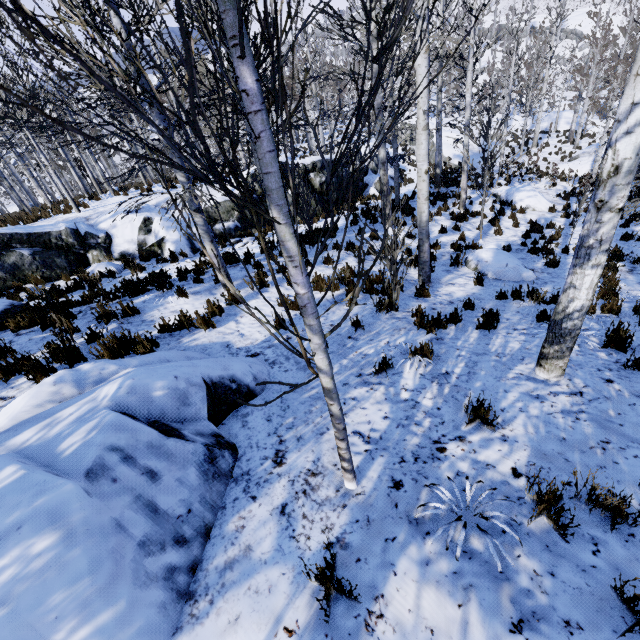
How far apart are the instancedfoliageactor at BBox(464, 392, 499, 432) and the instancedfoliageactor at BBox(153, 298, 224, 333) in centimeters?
411cm

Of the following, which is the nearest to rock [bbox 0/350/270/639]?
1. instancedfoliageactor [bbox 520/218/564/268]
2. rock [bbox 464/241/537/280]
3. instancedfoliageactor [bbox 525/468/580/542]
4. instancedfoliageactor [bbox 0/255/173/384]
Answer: instancedfoliageactor [bbox 0/255/173/384]

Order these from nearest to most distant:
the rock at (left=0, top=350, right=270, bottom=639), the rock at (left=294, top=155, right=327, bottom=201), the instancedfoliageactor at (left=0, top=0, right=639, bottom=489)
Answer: the instancedfoliageactor at (left=0, top=0, right=639, bottom=489) < the rock at (left=0, top=350, right=270, bottom=639) < the rock at (left=294, top=155, right=327, bottom=201)

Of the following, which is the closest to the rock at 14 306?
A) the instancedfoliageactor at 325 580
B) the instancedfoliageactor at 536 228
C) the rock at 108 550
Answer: the instancedfoliageactor at 325 580

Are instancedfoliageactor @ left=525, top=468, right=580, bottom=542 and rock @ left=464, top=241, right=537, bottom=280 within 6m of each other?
no

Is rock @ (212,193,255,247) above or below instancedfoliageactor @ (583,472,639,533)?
below

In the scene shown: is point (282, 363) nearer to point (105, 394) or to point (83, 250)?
point (105, 394)

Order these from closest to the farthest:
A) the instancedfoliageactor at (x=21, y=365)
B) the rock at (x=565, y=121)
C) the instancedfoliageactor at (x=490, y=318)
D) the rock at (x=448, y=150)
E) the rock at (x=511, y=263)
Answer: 1. the instancedfoliageactor at (x=21, y=365)
2. the instancedfoliageactor at (x=490, y=318)
3. the rock at (x=511, y=263)
4. the rock at (x=448, y=150)
5. the rock at (x=565, y=121)
